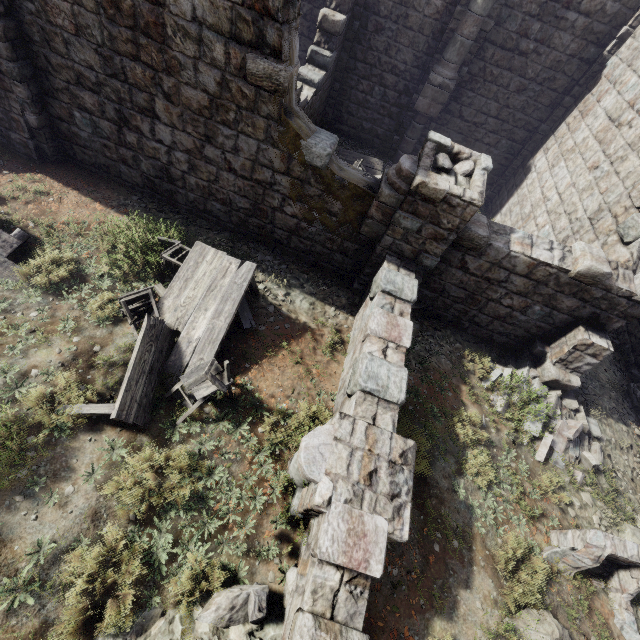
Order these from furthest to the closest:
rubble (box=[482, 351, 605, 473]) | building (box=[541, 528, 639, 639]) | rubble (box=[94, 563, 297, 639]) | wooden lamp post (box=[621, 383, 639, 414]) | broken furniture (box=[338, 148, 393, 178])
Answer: broken furniture (box=[338, 148, 393, 178]) → wooden lamp post (box=[621, 383, 639, 414]) → rubble (box=[482, 351, 605, 473]) → building (box=[541, 528, 639, 639]) → rubble (box=[94, 563, 297, 639])

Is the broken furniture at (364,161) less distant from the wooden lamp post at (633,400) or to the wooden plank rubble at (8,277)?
the wooden lamp post at (633,400)

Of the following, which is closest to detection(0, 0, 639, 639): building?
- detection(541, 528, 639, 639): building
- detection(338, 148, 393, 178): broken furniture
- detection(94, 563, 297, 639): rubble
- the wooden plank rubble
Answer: detection(94, 563, 297, 639): rubble

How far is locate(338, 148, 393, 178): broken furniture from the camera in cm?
1187

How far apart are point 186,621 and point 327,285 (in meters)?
6.67

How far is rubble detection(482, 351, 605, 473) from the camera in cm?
730

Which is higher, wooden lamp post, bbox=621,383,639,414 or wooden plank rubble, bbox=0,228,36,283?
wooden plank rubble, bbox=0,228,36,283

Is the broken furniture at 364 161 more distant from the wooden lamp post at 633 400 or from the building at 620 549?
the building at 620 549
